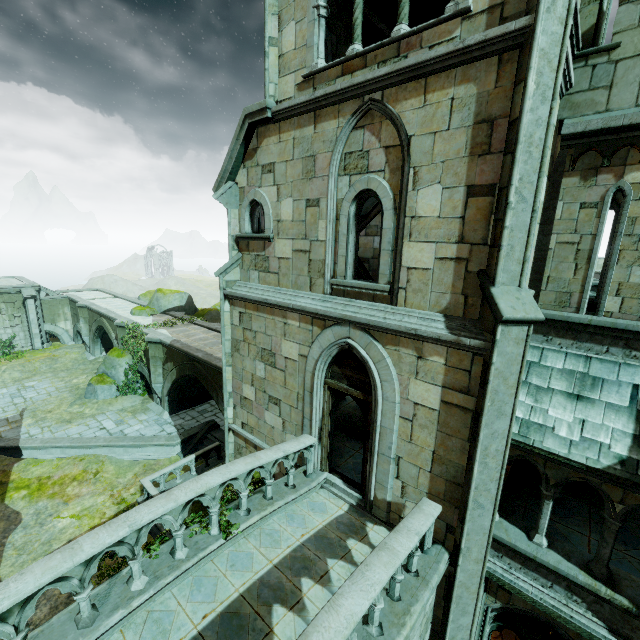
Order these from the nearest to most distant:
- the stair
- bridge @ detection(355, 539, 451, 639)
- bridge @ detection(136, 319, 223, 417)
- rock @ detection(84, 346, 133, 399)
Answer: bridge @ detection(355, 539, 451, 639) → bridge @ detection(136, 319, 223, 417) → the stair → rock @ detection(84, 346, 133, 399)

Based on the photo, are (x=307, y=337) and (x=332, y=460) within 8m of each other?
yes

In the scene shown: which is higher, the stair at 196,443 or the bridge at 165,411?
the bridge at 165,411

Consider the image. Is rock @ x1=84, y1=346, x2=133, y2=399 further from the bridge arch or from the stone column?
the stone column

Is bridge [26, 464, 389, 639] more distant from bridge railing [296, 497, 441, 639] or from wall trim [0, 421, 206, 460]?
wall trim [0, 421, 206, 460]

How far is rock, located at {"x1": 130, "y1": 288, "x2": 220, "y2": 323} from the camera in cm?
2573

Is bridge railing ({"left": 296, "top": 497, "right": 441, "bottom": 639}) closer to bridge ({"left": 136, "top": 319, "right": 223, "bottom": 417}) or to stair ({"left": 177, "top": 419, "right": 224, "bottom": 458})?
bridge ({"left": 136, "top": 319, "right": 223, "bottom": 417})

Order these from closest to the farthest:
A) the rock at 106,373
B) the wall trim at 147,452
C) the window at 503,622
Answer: the window at 503,622, the wall trim at 147,452, the rock at 106,373
